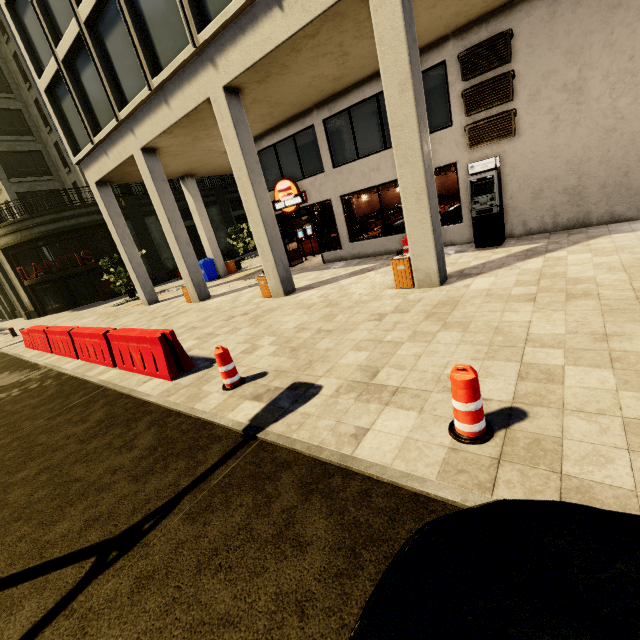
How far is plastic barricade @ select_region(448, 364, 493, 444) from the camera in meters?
2.8

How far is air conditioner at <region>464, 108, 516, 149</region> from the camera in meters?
8.9 m

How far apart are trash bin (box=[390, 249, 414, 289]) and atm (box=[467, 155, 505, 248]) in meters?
3.1

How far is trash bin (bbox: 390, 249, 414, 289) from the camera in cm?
774

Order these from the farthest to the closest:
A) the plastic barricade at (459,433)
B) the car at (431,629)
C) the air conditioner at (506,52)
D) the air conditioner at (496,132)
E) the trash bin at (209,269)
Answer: the trash bin at (209,269)
the air conditioner at (496,132)
the air conditioner at (506,52)
the plastic barricade at (459,433)
the car at (431,629)

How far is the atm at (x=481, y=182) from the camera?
9.1 meters

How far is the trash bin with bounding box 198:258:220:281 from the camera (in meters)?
18.95

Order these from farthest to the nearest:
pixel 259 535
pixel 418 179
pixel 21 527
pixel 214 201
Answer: pixel 214 201 → pixel 418 179 → pixel 21 527 → pixel 259 535
